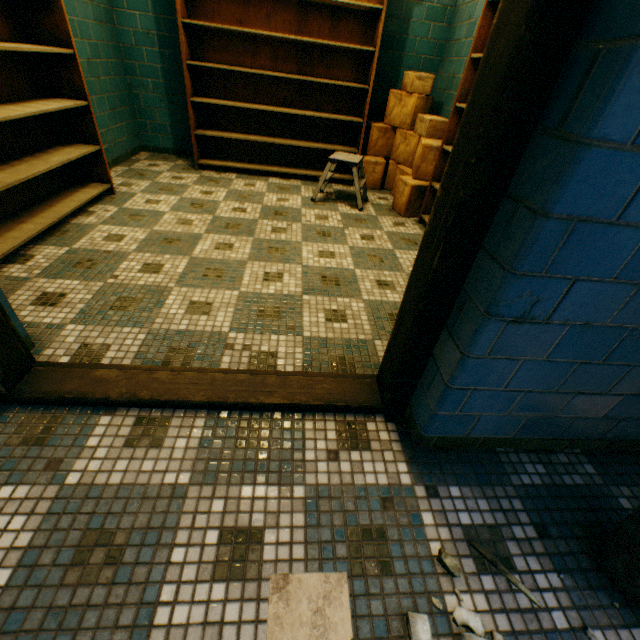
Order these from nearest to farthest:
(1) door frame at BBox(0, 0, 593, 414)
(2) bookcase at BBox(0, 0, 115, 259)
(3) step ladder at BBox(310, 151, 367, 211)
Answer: (1) door frame at BBox(0, 0, 593, 414)
(2) bookcase at BBox(0, 0, 115, 259)
(3) step ladder at BBox(310, 151, 367, 211)

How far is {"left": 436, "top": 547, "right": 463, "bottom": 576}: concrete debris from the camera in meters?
1.0 m

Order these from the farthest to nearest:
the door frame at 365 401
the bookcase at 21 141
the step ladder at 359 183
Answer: the step ladder at 359 183 < the bookcase at 21 141 < the door frame at 365 401

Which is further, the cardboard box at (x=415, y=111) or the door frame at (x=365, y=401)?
the cardboard box at (x=415, y=111)

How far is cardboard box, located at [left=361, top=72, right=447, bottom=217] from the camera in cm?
330

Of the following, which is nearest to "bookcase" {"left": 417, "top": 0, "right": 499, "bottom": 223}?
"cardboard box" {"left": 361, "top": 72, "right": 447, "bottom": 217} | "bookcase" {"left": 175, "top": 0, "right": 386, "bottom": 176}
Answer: "cardboard box" {"left": 361, "top": 72, "right": 447, "bottom": 217}

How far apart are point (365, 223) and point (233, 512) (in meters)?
2.78

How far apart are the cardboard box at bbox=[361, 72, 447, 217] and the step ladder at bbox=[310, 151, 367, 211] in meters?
0.7 m
